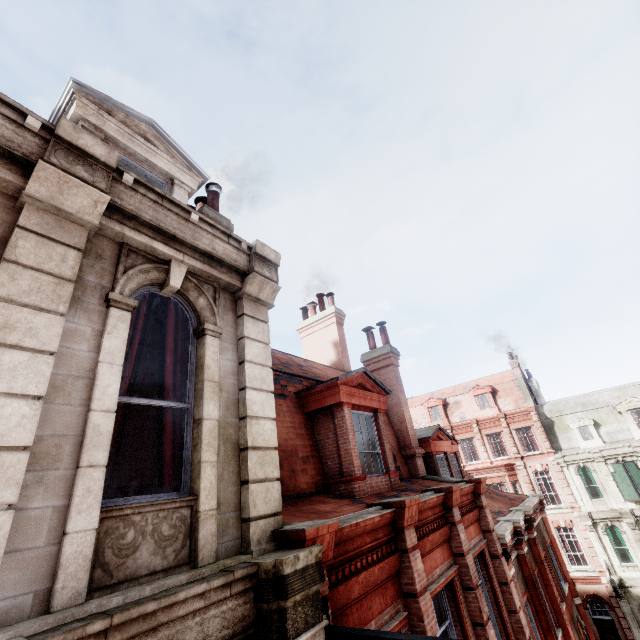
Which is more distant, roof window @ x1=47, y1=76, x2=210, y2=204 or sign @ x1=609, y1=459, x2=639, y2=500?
sign @ x1=609, y1=459, x2=639, y2=500

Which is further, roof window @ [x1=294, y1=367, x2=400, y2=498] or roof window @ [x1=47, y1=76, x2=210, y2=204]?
roof window @ [x1=294, y1=367, x2=400, y2=498]

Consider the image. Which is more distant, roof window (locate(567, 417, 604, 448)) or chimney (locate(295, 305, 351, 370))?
roof window (locate(567, 417, 604, 448))

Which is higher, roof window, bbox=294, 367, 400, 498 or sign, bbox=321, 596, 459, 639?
roof window, bbox=294, 367, 400, 498

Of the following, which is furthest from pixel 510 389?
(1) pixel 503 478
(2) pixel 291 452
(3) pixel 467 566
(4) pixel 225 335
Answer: (4) pixel 225 335

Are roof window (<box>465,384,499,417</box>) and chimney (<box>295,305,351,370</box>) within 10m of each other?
no

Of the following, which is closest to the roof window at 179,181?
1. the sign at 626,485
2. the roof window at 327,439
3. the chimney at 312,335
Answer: the roof window at 327,439

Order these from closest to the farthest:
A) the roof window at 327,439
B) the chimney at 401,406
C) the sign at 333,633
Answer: the sign at 333,633 < the roof window at 327,439 < the chimney at 401,406
